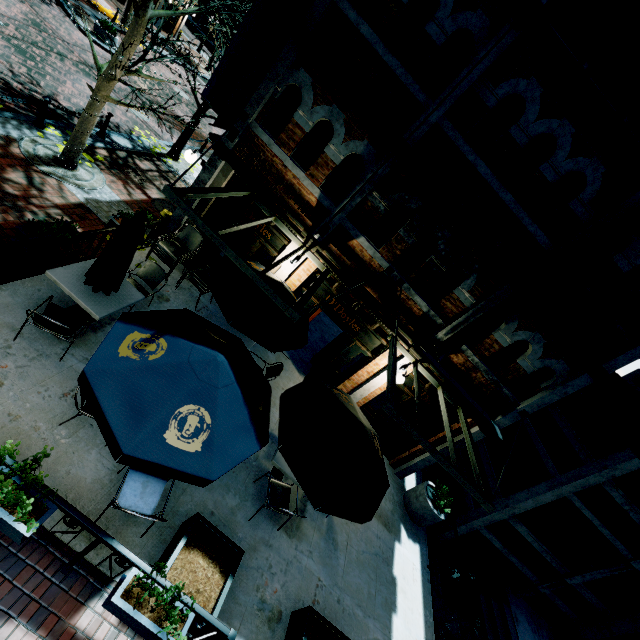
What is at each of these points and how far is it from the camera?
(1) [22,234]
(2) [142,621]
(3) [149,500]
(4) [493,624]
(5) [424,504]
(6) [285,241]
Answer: (1) planter, 5.4 meters
(2) planter, 3.4 meters
(3) chair, 4.7 meters
(4) building, 8.7 meters
(5) planter, 9.0 meters
(6) building, 8.4 meters

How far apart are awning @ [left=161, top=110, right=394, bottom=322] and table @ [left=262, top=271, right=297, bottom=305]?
0.6m

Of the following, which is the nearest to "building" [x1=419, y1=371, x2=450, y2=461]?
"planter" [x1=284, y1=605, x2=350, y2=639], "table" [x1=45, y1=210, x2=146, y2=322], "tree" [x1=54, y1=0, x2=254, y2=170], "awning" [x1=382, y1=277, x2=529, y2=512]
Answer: "awning" [x1=382, y1=277, x2=529, y2=512]

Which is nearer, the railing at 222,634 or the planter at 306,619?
the railing at 222,634

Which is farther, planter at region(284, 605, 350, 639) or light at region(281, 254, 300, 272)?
light at region(281, 254, 300, 272)

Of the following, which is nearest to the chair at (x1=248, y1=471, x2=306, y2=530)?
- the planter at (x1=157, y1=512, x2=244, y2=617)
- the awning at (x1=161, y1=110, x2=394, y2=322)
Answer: the planter at (x1=157, y1=512, x2=244, y2=617)

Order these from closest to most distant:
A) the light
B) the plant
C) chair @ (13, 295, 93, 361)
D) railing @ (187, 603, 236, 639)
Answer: railing @ (187, 603, 236, 639), chair @ (13, 295, 93, 361), the plant, the light

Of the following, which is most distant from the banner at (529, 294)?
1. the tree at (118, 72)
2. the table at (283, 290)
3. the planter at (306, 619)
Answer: the tree at (118, 72)
